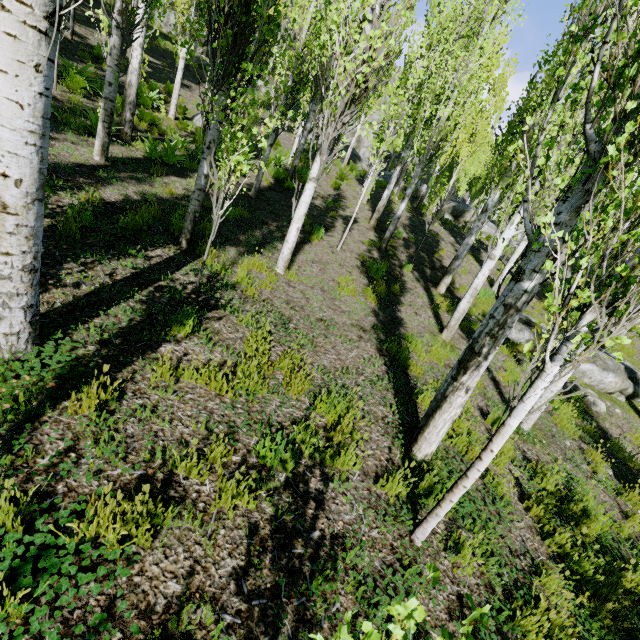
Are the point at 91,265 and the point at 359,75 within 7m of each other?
yes

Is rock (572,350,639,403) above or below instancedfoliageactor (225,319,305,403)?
above

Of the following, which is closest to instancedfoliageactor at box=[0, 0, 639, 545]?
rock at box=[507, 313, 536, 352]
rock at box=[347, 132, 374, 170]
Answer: rock at box=[347, 132, 374, 170]

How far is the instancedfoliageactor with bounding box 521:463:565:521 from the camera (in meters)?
3.85

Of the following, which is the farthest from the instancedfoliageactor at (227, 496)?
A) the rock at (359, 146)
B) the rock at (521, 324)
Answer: the rock at (521, 324)

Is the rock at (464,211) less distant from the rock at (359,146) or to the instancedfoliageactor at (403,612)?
the instancedfoliageactor at (403,612)

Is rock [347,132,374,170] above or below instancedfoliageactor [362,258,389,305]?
above

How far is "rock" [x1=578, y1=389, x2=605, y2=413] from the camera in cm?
793
